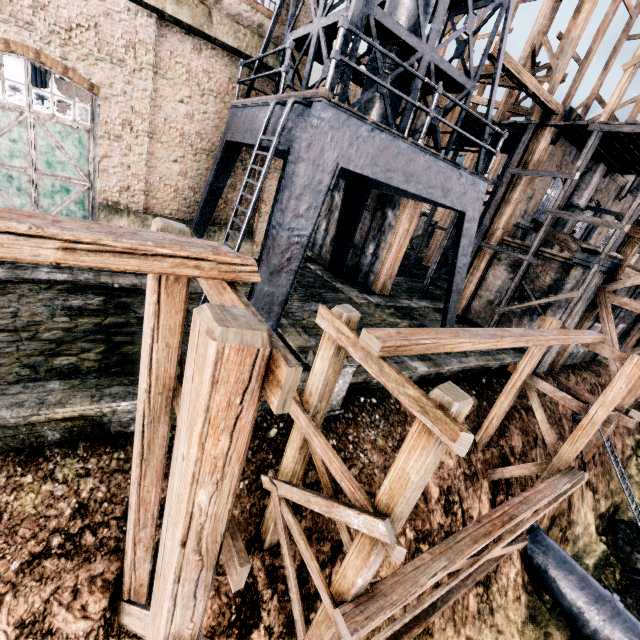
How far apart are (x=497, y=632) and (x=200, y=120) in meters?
23.1

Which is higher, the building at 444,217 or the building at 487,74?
the building at 487,74

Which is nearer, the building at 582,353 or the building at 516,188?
the building at 516,188

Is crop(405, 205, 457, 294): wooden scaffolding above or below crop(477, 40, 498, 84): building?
below

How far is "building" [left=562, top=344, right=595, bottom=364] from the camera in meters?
18.7

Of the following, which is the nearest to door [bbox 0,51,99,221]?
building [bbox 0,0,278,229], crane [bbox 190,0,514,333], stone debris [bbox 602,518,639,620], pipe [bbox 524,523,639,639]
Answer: building [bbox 0,0,278,229]

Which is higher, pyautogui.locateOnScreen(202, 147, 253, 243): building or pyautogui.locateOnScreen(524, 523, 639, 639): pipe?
pyautogui.locateOnScreen(202, 147, 253, 243): building

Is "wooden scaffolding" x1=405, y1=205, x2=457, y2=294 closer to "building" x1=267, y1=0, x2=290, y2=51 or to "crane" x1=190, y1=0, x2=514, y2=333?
"building" x1=267, y1=0, x2=290, y2=51
